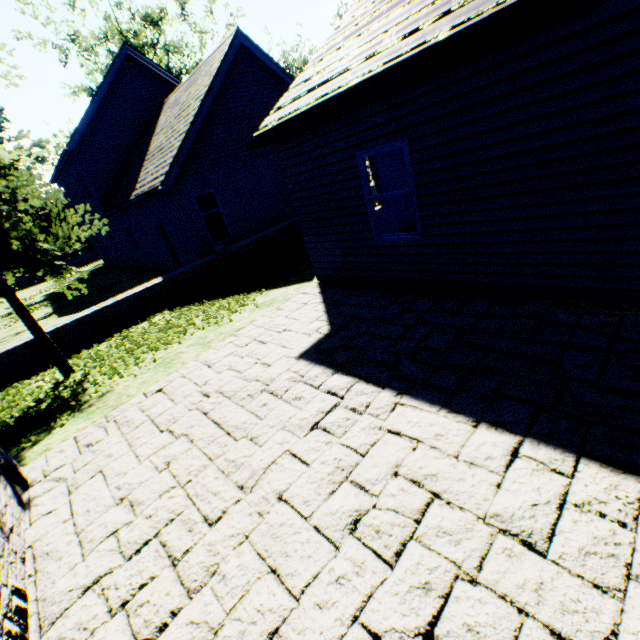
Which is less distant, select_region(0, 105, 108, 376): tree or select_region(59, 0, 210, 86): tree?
select_region(0, 105, 108, 376): tree

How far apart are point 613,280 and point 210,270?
10.4 meters

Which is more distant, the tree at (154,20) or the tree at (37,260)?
the tree at (154,20)

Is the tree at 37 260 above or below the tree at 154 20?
below

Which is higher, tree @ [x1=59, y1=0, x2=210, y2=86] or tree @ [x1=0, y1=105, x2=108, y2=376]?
tree @ [x1=59, y1=0, x2=210, y2=86]
